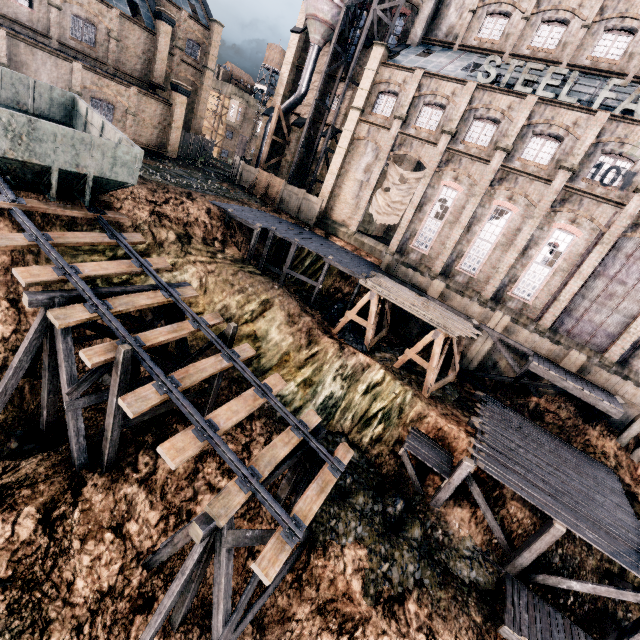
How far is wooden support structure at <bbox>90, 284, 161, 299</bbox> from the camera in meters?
11.9 m

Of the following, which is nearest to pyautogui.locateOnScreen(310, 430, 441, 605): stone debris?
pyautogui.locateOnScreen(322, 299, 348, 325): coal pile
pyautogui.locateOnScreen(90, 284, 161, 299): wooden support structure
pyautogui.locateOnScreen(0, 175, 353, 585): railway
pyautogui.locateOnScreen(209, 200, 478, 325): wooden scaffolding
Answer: pyautogui.locateOnScreen(0, 175, 353, 585): railway

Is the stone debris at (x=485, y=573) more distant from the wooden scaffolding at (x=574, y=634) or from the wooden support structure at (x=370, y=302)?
the wooden support structure at (x=370, y=302)

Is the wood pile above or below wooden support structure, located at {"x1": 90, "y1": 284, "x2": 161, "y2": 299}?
above

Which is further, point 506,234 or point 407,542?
point 506,234

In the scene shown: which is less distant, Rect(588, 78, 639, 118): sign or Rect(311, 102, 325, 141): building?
Rect(588, 78, 639, 118): sign

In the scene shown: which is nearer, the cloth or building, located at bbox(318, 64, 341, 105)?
the cloth

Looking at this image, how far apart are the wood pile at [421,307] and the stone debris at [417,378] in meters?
3.5 m
